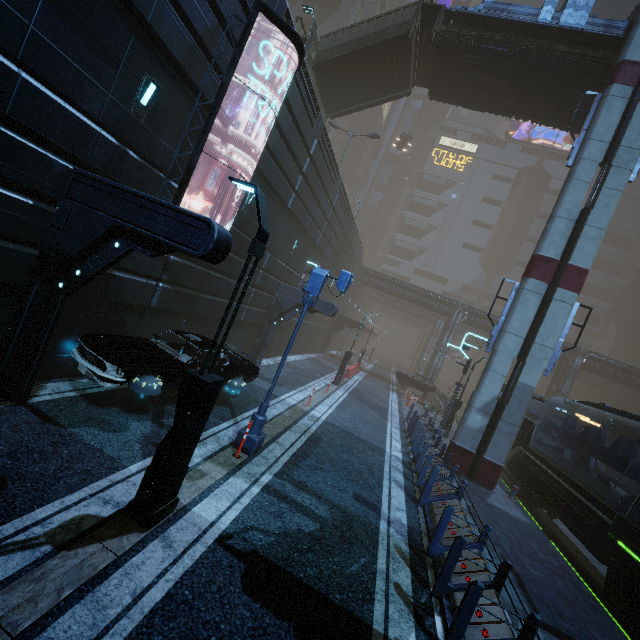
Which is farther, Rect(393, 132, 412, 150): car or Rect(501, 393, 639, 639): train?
Rect(393, 132, 412, 150): car

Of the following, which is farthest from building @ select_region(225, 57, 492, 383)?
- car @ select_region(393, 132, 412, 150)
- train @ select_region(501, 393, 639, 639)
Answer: car @ select_region(393, 132, 412, 150)

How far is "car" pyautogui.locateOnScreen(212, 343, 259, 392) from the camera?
9.64m

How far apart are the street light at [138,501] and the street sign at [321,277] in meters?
2.8

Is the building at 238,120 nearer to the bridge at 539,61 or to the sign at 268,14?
the sign at 268,14

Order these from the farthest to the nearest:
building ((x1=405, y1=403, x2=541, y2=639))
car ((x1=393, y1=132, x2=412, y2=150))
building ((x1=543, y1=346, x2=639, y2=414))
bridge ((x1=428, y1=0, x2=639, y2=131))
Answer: car ((x1=393, y1=132, x2=412, y2=150)) → building ((x1=543, y1=346, x2=639, y2=414)) → bridge ((x1=428, y1=0, x2=639, y2=131)) → building ((x1=405, y1=403, x2=541, y2=639))

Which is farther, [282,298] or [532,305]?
[282,298]
